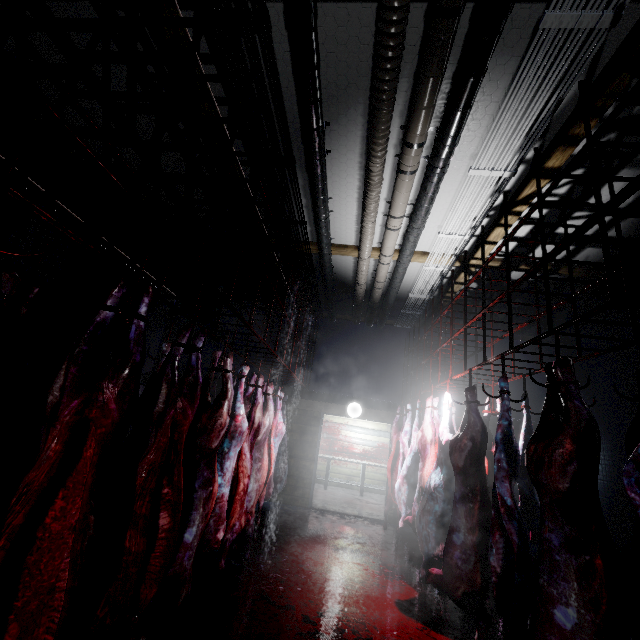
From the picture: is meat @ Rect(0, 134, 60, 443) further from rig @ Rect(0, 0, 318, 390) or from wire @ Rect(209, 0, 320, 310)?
wire @ Rect(209, 0, 320, 310)

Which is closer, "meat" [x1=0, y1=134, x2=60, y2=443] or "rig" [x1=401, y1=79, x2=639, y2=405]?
"meat" [x1=0, y1=134, x2=60, y2=443]

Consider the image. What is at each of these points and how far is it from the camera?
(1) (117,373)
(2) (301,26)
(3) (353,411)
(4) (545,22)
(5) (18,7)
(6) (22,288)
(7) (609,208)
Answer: (1) meat, 1.3 meters
(2) pipe, 2.1 meters
(3) light, 6.7 meters
(4) wire, 2.0 meters
(5) rig, 0.7 meters
(6) meat, 1.4 meters
(7) rig, 1.7 meters

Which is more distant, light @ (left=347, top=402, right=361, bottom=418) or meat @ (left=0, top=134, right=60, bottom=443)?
light @ (left=347, top=402, right=361, bottom=418)

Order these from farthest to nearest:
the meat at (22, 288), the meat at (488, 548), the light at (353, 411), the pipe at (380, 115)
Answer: the light at (353, 411)
the pipe at (380, 115)
the meat at (488, 548)
the meat at (22, 288)

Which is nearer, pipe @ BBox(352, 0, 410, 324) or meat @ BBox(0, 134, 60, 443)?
meat @ BBox(0, 134, 60, 443)

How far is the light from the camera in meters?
6.7

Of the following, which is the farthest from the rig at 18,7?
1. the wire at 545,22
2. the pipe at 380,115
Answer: the wire at 545,22
